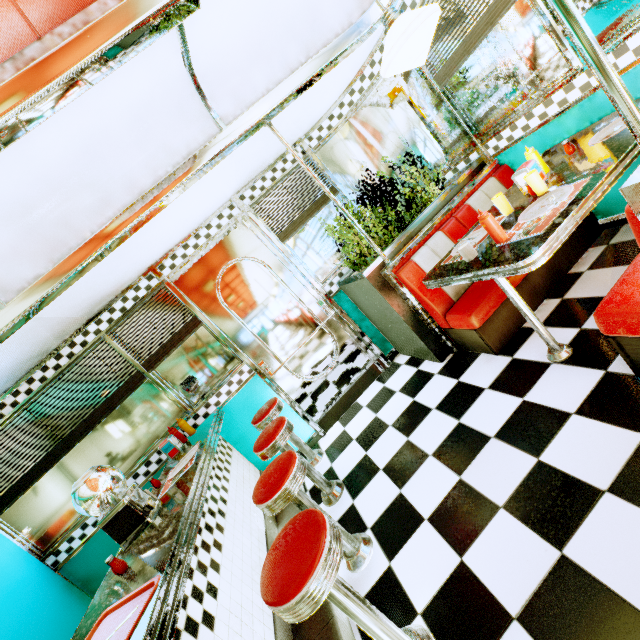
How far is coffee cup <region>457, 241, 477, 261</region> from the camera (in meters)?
2.04

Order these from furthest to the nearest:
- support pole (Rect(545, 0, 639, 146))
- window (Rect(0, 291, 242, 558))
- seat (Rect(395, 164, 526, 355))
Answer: window (Rect(0, 291, 242, 558)) < seat (Rect(395, 164, 526, 355)) < support pole (Rect(545, 0, 639, 146))

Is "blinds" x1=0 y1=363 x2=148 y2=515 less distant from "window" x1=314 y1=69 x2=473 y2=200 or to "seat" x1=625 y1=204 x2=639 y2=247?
"window" x1=314 y1=69 x2=473 y2=200

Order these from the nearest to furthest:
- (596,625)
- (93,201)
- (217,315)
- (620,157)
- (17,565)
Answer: (596,625), (620,157), (93,201), (17,565), (217,315)

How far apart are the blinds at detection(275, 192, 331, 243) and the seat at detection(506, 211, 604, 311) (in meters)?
1.37

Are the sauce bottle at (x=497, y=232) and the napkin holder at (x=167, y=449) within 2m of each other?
no

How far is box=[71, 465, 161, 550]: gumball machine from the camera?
1.8m

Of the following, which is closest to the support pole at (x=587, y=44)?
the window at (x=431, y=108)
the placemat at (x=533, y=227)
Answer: the placemat at (x=533, y=227)
